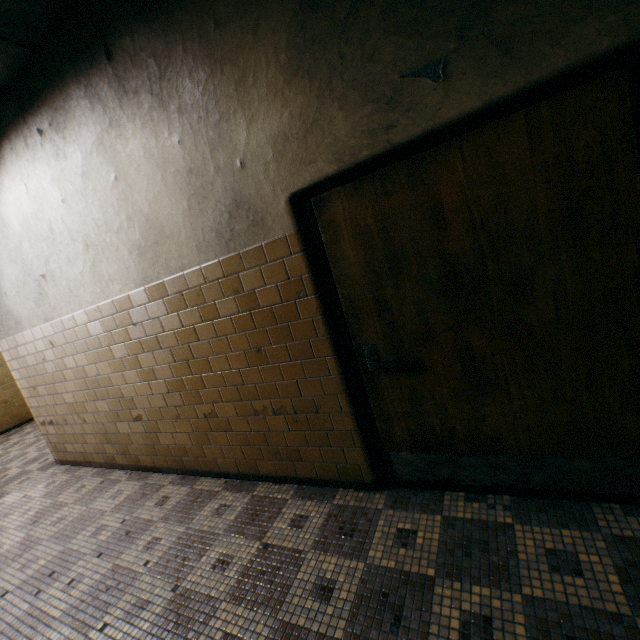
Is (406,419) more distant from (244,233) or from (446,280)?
(244,233)
